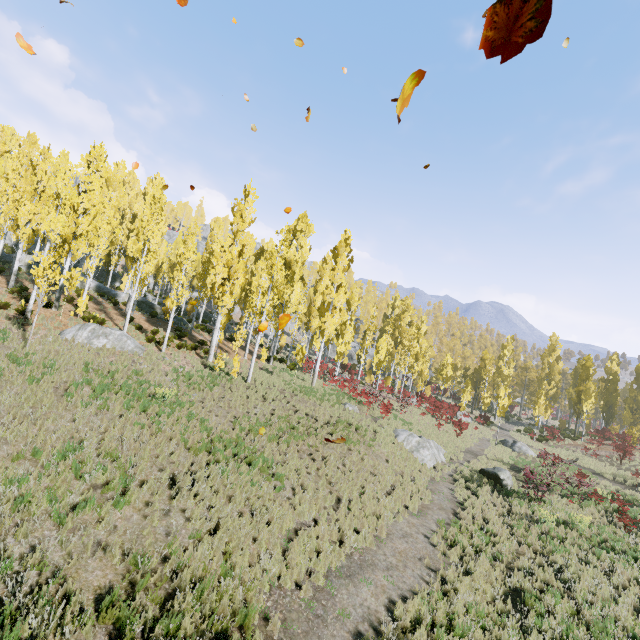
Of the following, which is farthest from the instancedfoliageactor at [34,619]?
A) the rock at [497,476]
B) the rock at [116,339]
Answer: the rock at [497,476]

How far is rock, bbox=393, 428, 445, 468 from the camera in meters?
18.8

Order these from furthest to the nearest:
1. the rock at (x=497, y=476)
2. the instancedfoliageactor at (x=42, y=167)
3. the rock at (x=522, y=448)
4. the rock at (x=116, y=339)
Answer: the rock at (x=522, y=448), the rock at (x=497, y=476), the rock at (x=116, y=339), the instancedfoliageactor at (x=42, y=167)

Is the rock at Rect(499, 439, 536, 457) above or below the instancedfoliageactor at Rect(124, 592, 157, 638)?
below

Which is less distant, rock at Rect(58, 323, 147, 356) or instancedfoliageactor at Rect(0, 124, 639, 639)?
instancedfoliageactor at Rect(0, 124, 639, 639)

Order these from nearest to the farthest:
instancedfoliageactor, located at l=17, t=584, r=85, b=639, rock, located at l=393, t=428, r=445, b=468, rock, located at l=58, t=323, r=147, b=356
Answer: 1. instancedfoliageactor, located at l=17, t=584, r=85, b=639
2. rock, located at l=58, t=323, r=147, b=356
3. rock, located at l=393, t=428, r=445, b=468

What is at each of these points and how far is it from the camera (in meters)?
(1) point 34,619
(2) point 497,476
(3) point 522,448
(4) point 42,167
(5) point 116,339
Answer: (1) instancedfoliageactor, 4.57
(2) rock, 18.28
(3) rock, 27.27
(4) instancedfoliageactor, 20.06
(5) rock, 17.28
